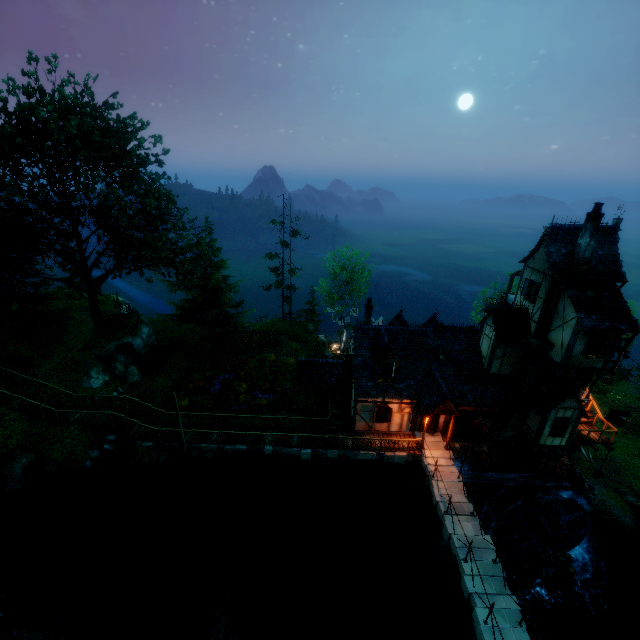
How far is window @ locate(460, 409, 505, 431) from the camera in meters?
21.0 m

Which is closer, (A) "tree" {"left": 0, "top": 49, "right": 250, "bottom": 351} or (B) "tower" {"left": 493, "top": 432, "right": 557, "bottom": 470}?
(A) "tree" {"left": 0, "top": 49, "right": 250, "bottom": 351}

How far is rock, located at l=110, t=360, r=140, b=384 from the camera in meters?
25.4

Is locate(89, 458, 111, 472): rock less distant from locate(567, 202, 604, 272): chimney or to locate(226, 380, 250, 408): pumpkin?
locate(226, 380, 250, 408): pumpkin

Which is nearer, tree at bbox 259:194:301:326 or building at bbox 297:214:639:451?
building at bbox 297:214:639:451

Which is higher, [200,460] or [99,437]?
[99,437]

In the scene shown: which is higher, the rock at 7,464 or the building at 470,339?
the building at 470,339

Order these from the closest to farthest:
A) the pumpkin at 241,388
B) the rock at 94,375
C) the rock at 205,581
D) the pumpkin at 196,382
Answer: the rock at 205,581 < the rock at 94,375 < the pumpkin at 241,388 < the pumpkin at 196,382
